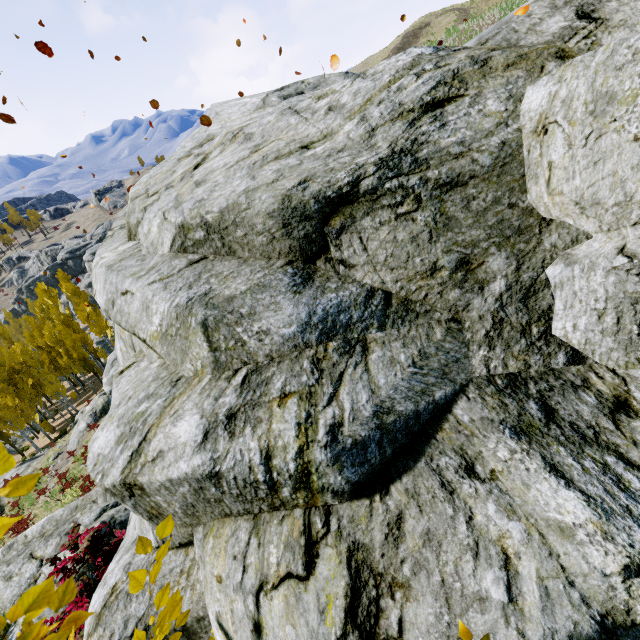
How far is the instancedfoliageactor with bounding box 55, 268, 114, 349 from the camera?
36.56m

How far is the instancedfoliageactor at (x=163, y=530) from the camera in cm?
103

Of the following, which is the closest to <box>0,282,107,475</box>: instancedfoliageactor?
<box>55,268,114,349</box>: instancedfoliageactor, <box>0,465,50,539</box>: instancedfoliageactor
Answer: <box>0,465,50,539</box>: instancedfoliageactor

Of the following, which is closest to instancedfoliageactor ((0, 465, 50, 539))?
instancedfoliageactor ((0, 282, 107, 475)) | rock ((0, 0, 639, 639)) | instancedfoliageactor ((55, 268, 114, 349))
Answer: rock ((0, 0, 639, 639))

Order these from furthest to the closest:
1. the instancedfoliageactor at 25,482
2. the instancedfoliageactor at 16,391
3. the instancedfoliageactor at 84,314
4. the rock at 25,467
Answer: the instancedfoliageactor at 84,314
the instancedfoliageactor at 16,391
the rock at 25,467
the instancedfoliageactor at 25,482

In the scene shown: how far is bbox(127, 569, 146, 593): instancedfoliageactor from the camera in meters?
0.9 m

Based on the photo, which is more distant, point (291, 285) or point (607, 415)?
point (291, 285)
